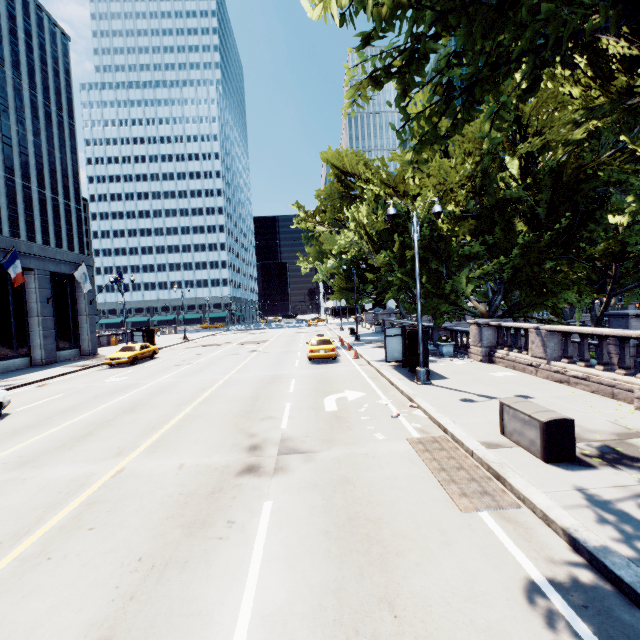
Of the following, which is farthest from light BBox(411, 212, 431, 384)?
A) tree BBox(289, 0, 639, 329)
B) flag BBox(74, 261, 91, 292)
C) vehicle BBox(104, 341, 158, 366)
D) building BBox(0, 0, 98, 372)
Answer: flag BBox(74, 261, 91, 292)

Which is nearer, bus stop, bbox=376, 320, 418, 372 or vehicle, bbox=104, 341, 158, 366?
bus stop, bbox=376, 320, 418, 372

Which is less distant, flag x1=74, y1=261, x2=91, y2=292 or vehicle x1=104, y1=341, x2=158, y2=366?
Answer: vehicle x1=104, y1=341, x2=158, y2=366

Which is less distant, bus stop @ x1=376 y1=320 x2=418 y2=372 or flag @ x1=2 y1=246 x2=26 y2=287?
bus stop @ x1=376 y1=320 x2=418 y2=372

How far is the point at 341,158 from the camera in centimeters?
2856cm

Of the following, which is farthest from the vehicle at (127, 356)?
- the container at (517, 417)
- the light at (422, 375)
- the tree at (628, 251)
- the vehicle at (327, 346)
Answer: the container at (517, 417)

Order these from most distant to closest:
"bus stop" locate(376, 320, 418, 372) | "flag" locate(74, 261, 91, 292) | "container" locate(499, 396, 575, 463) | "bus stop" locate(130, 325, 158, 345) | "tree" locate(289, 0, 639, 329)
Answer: "bus stop" locate(130, 325, 158, 345)
"flag" locate(74, 261, 91, 292)
"bus stop" locate(376, 320, 418, 372)
"container" locate(499, 396, 575, 463)
"tree" locate(289, 0, 639, 329)

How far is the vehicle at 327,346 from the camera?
20.1 meters
